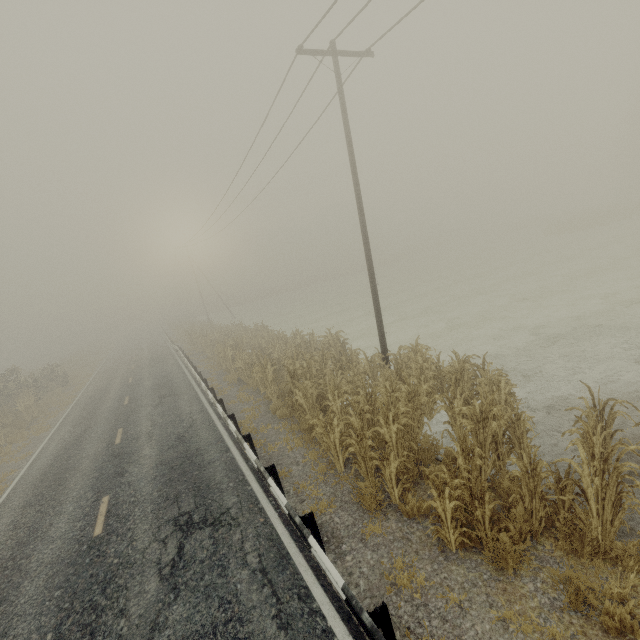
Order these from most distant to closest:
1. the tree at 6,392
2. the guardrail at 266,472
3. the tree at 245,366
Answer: the tree at 6,392 → the tree at 245,366 → the guardrail at 266,472

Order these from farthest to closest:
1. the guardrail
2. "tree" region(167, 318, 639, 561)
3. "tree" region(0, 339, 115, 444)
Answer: "tree" region(0, 339, 115, 444) < "tree" region(167, 318, 639, 561) < the guardrail

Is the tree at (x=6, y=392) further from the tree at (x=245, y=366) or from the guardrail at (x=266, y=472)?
the tree at (x=245, y=366)

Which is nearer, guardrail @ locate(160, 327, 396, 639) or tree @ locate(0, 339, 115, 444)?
guardrail @ locate(160, 327, 396, 639)

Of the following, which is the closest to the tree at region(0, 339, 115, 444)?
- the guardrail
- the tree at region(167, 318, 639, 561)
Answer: the guardrail

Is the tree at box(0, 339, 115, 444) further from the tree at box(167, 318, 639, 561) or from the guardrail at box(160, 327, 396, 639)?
the tree at box(167, 318, 639, 561)

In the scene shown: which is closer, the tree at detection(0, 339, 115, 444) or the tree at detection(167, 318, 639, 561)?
the tree at detection(167, 318, 639, 561)

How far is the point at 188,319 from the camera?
48.4m
